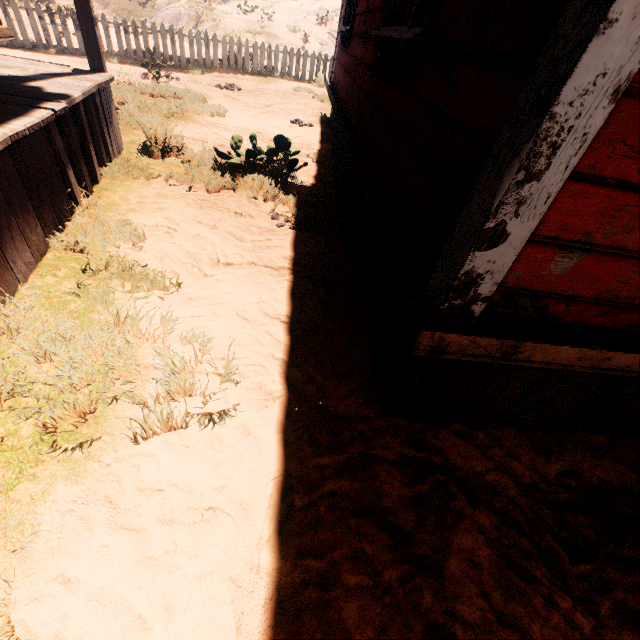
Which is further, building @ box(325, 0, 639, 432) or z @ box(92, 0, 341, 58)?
z @ box(92, 0, 341, 58)

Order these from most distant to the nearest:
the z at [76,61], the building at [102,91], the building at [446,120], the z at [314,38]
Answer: the z at [314,38] → the z at [76,61] → the building at [102,91] → the building at [446,120]

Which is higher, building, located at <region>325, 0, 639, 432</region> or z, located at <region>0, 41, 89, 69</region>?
building, located at <region>325, 0, 639, 432</region>

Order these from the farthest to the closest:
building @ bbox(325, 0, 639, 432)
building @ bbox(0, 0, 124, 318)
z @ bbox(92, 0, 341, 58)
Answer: z @ bbox(92, 0, 341, 58), building @ bbox(0, 0, 124, 318), building @ bbox(325, 0, 639, 432)

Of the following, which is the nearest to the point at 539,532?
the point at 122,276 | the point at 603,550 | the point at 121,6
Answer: the point at 603,550

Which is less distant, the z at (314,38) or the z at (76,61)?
the z at (76,61)
